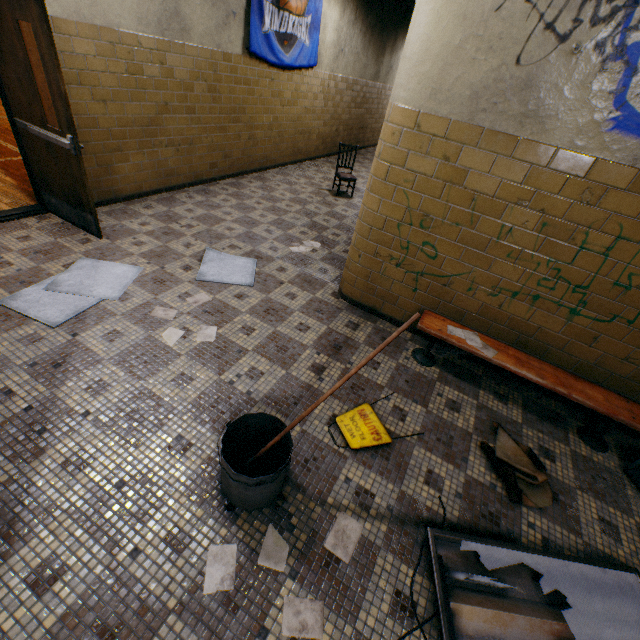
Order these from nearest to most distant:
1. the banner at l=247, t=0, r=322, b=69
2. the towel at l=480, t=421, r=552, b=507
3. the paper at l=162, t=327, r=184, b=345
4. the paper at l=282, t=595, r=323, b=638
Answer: the paper at l=282, t=595, r=323, b=638 < the towel at l=480, t=421, r=552, b=507 < the paper at l=162, t=327, r=184, b=345 < the banner at l=247, t=0, r=322, b=69

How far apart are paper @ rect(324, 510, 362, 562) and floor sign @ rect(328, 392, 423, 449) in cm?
45

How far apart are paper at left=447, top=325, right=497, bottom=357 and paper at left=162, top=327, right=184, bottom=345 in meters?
2.4 m

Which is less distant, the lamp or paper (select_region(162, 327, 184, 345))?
the lamp

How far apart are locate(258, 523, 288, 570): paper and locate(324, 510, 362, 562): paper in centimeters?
23cm

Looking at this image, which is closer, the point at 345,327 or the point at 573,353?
the point at 573,353

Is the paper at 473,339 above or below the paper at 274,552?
above

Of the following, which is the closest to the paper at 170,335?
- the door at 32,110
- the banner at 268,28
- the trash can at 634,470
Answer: the door at 32,110
